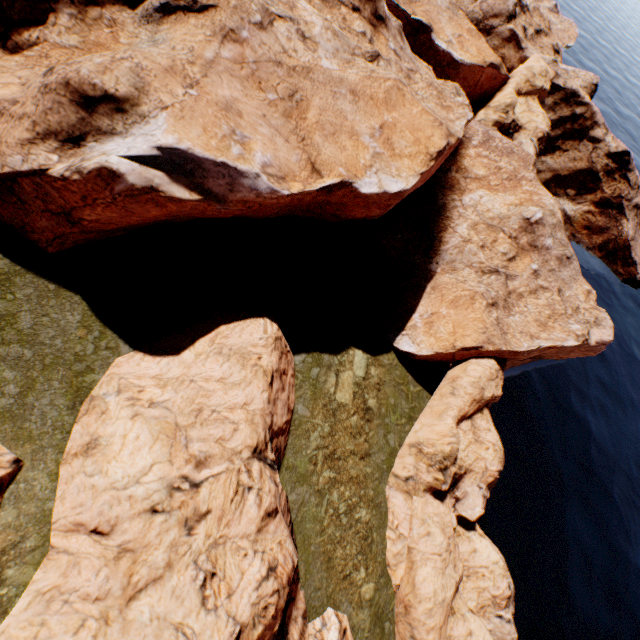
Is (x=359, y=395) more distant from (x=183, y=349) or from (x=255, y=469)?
(x=183, y=349)

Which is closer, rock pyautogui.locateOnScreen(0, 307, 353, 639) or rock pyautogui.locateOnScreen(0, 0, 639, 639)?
rock pyautogui.locateOnScreen(0, 307, 353, 639)

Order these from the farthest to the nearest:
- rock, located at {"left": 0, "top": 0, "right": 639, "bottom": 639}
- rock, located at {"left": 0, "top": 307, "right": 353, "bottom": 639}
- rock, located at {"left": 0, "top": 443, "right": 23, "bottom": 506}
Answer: rock, located at {"left": 0, "top": 0, "right": 639, "bottom": 639}, rock, located at {"left": 0, "top": 443, "right": 23, "bottom": 506}, rock, located at {"left": 0, "top": 307, "right": 353, "bottom": 639}

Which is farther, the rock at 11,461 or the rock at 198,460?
the rock at 11,461

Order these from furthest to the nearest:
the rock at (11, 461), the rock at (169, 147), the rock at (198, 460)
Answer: the rock at (169, 147) < the rock at (11, 461) < the rock at (198, 460)
